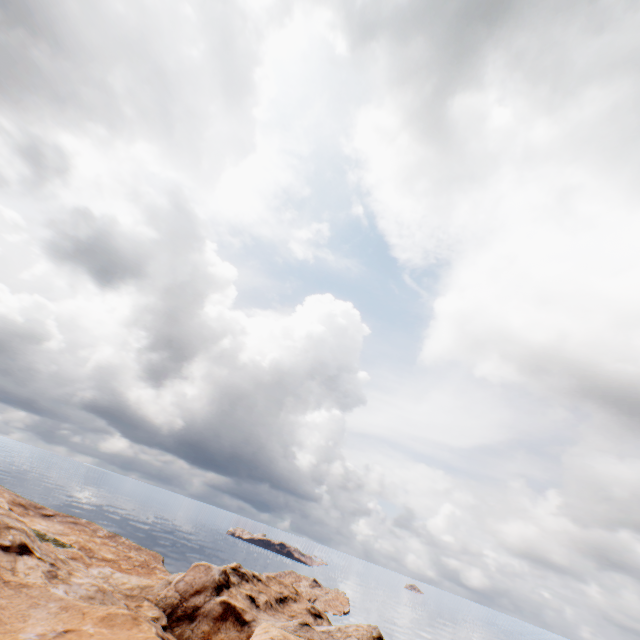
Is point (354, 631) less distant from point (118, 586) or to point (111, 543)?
point (118, 586)
